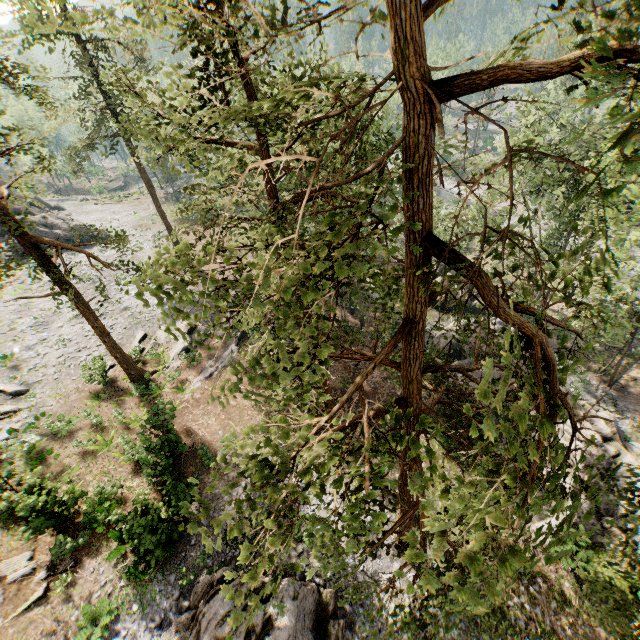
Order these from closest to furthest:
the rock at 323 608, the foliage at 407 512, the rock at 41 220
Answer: the foliage at 407 512, the rock at 323 608, the rock at 41 220

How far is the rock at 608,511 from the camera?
16.69m

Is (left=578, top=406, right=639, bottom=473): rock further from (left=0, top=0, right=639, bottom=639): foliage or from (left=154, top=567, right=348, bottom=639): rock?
(left=154, top=567, right=348, bottom=639): rock

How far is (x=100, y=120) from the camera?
26.48m

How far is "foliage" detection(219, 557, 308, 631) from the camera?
4.4m

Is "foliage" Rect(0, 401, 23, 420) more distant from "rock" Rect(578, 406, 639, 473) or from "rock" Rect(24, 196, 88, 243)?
"rock" Rect(578, 406, 639, 473)

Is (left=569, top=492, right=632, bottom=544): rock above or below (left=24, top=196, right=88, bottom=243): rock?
below

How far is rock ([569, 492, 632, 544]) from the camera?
16.7 meters
